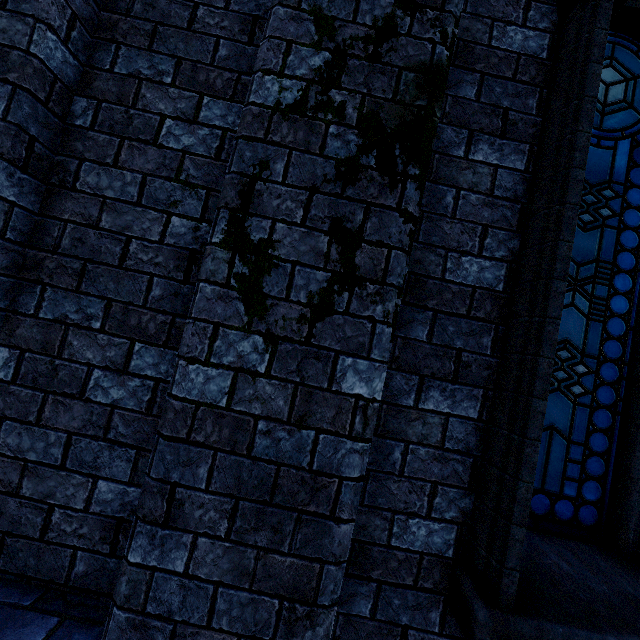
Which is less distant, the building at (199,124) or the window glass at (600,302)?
the building at (199,124)

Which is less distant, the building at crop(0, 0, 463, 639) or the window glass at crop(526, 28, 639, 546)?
the building at crop(0, 0, 463, 639)

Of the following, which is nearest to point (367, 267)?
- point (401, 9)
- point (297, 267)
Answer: point (297, 267)
